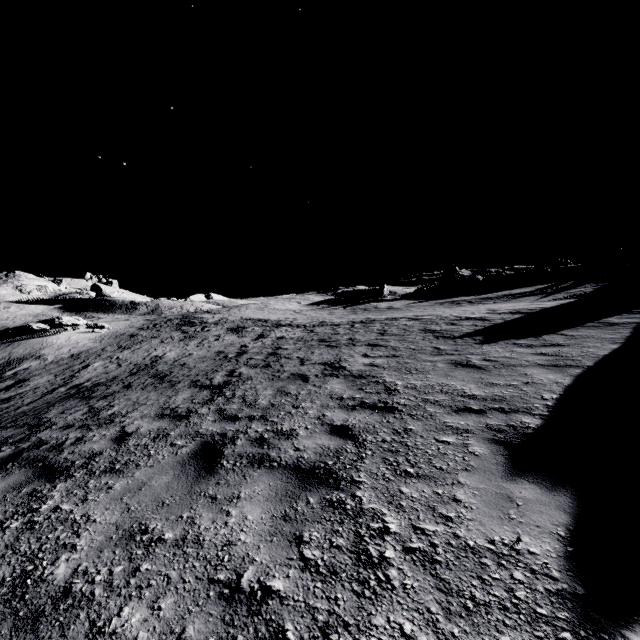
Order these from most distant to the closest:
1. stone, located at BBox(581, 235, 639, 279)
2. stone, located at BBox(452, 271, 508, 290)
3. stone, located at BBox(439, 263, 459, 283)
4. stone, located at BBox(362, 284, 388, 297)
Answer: stone, located at BBox(439, 263, 459, 283), stone, located at BBox(362, 284, 388, 297), stone, located at BBox(452, 271, 508, 290), stone, located at BBox(581, 235, 639, 279)

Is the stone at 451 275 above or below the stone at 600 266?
above

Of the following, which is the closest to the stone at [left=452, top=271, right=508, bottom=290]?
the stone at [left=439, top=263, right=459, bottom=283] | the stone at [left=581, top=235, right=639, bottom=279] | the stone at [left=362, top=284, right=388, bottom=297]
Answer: the stone at [left=439, top=263, right=459, bottom=283]

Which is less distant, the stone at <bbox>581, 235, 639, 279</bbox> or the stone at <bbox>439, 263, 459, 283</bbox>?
the stone at <bbox>581, 235, 639, 279</bbox>

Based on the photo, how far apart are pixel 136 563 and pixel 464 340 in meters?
10.0

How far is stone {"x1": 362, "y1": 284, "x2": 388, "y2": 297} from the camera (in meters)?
51.50

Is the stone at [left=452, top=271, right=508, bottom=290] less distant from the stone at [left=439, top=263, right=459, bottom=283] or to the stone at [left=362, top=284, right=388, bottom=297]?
the stone at [left=439, top=263, right=459, bottom=283]

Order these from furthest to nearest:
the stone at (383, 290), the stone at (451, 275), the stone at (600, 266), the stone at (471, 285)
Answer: the stone at (451, 275) → the stone at (383, 290) → the stone at (471, 285) → the stone at (600, 266)
